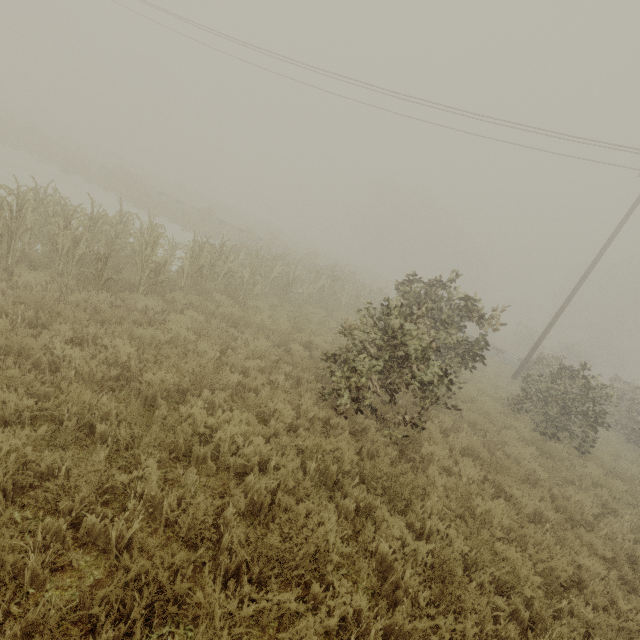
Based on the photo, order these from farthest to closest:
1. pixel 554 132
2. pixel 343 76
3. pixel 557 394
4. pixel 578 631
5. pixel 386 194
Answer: pixel 386 194
pixel 343 76
pixel 554 132
pixel 557 394
pixel 578 631

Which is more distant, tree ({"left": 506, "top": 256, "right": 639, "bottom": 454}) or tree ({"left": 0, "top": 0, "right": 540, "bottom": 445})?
tree ({"left": 506, "top": 256, "right": 639, "bottom": 454})

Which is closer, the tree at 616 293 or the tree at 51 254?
the tree at 51 254
